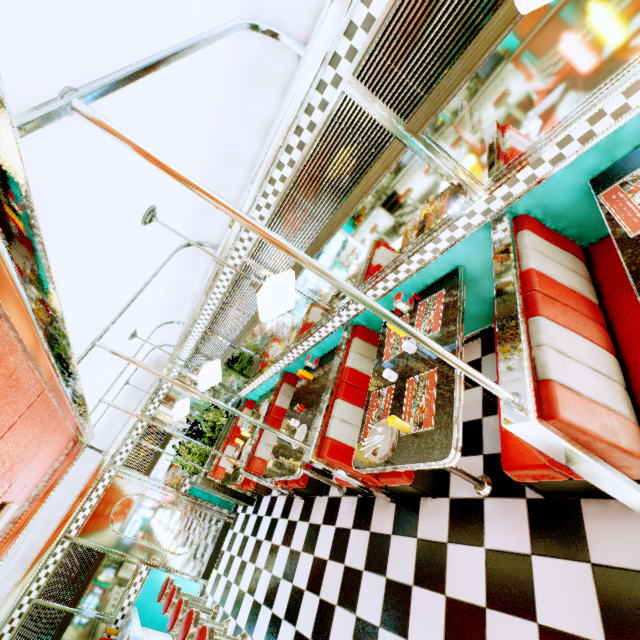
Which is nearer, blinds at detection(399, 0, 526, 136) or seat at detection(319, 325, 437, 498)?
blinds at detection(399, 0, 526, 136)

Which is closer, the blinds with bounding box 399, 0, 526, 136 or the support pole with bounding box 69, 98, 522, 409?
the support pole with bounding box 69, 98, 522, 409

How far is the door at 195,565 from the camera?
5.73m

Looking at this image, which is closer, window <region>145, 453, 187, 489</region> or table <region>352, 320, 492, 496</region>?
table <region>352, 320, 492, 496</region>

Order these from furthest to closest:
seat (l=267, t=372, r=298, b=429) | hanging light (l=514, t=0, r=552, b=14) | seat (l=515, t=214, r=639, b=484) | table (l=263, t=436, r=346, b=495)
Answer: seat (l=267, t=372, r=298, b=429) → table (l=263, t=436, r=346, b=495) → seat (l=515, t=214, r=639, b=484) → hanging light (l=514, t=0, r=552, b=14)

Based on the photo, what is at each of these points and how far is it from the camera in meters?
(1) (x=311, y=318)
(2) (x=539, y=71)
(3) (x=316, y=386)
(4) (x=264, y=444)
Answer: (1) window, 4.1
(2) window, 1.8
(3) table, 4.2
(4) seat, 4.7

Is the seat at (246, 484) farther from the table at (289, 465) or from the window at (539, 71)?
the table at (289, 465)

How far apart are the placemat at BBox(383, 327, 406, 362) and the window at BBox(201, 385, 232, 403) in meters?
4.7 m
